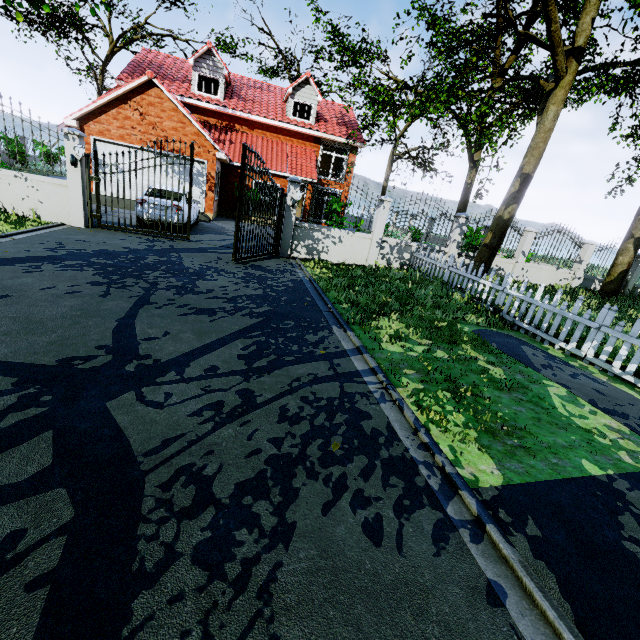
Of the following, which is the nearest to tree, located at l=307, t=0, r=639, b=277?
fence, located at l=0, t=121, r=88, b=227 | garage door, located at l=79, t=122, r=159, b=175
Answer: fence, located at l=0, t=121, r=88, b=227

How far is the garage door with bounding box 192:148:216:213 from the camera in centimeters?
1616cm

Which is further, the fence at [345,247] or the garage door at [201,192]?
the garage door at [201,192]

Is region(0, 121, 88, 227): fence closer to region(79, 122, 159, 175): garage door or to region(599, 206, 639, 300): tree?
region(599, 206, 639, 300): tree

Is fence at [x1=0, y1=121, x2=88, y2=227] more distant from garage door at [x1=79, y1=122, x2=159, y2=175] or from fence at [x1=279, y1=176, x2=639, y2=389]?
garage door at [x1=79, y1=122, x2=159, y2=175]

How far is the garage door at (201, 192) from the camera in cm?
1616

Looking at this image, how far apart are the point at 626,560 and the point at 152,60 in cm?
3005
